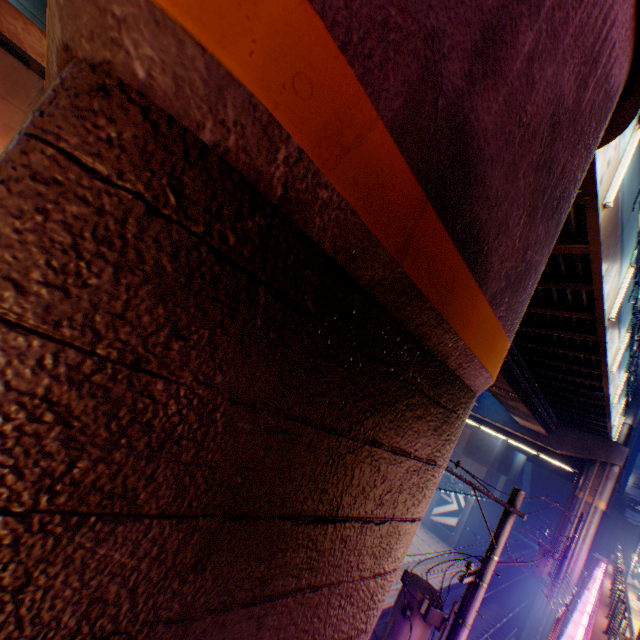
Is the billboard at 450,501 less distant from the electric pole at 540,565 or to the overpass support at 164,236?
the overpass support at 164,236

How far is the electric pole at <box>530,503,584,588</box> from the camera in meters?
18.5 m

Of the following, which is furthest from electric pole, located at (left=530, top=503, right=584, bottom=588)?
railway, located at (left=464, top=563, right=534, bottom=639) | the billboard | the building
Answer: the building

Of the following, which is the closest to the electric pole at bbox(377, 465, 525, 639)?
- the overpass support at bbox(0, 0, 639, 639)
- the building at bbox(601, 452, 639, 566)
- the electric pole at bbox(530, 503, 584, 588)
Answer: the overpass support at bbox(0, 0, 639, 639)

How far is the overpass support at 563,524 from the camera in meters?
22.5

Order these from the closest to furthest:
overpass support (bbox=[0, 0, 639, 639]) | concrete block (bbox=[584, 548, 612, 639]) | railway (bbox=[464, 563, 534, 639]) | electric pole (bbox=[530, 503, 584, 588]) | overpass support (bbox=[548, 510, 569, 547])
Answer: overpass support (bbox=[0, 0, 639, 639])
concrete block (bbox=[584, 548, 612, 639])
electric pole (bbox=[530, 503, 584, 588])
overpass support (bbox=[548, 510, 569, 547])
railway (bbox=[464, 563, 534, 639])

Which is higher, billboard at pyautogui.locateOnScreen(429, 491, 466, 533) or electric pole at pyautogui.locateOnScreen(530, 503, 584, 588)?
electric pole at pyautogui.locateOnScreen(530, 503, 584, 588)

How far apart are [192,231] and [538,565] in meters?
26.5 m
